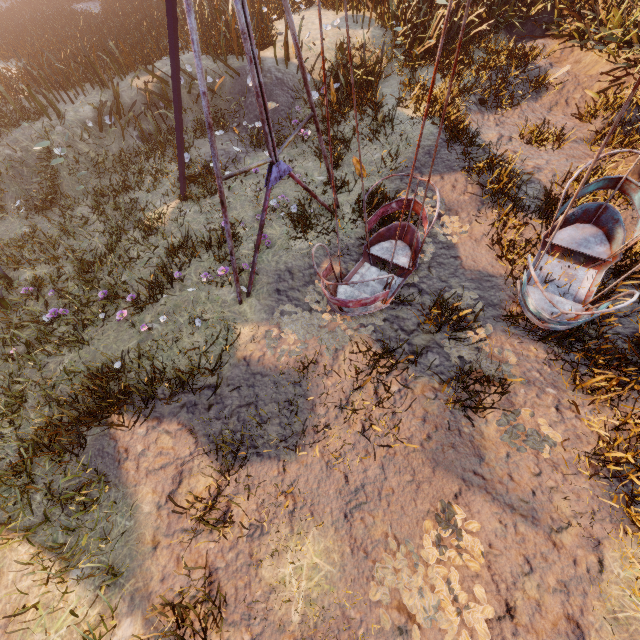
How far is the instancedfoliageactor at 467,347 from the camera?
4.4m

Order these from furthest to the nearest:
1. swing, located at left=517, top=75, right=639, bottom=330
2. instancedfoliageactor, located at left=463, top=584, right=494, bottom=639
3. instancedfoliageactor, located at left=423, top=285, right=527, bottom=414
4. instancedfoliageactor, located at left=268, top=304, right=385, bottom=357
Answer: instancedfoliageactor, located at left=268, top=304, right=385, bottom=357
instancedfoliageactor, located at left=423, top=285, right=527, bottom=414
swing, located at left=517, top=75, right=639, bottom=330
instancedfoliageactor, located at left=463, top=584, right=494, bottom=639

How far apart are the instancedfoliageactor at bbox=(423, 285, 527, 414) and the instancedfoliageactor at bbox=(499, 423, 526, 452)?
0.5 meters

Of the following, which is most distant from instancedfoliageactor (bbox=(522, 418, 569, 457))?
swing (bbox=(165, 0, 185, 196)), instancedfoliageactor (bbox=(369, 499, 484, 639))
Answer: instancedfoliageactor (bbox=(369, 499, 484, 639))

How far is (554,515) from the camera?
→ 3.7m

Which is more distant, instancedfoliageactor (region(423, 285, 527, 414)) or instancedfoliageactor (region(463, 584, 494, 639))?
instancedfoliageactor (region(423, 285, 527, 414))

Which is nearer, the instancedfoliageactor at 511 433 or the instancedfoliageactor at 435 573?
the instancedfoliageactor at 435 573

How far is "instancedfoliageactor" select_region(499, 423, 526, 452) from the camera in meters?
4.1
